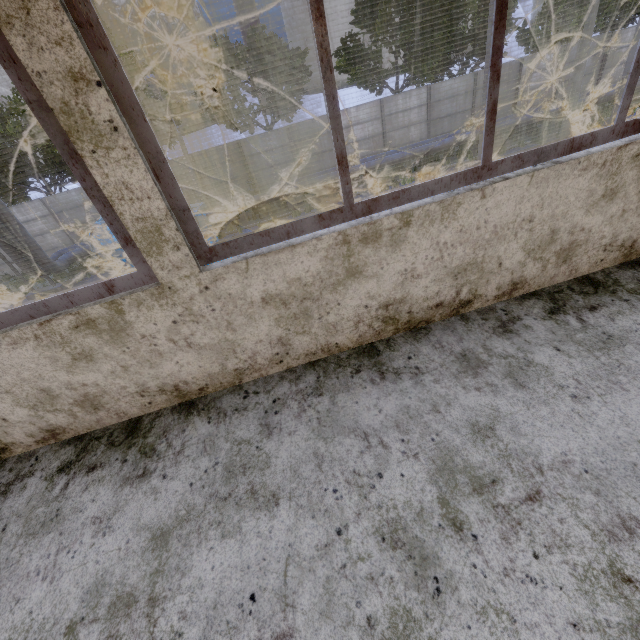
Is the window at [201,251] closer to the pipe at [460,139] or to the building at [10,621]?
the building at [10,621]

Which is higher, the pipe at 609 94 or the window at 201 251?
the window at 201 251

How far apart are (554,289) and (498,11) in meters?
1.6

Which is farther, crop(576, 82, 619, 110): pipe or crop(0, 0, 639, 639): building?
crop(576, 82, 619, 110): pipe

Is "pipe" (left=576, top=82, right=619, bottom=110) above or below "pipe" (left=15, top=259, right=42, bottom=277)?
below

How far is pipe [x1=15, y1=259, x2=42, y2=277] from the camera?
15.3 meters

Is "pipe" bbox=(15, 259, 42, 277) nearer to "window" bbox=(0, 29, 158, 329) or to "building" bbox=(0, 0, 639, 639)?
"building" bbox=(0, 0, 639, 639)

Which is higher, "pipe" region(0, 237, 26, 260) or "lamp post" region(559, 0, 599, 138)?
"pipe" region(0, 237, 26, 260)
